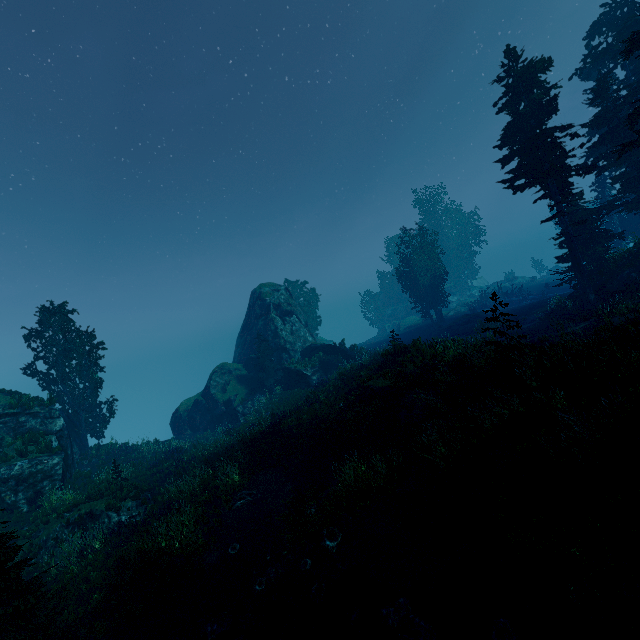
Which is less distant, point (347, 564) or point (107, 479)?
point (347, 564)

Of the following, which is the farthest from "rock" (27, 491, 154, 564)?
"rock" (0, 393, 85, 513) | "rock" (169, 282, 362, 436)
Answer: "rock" (169, 282, 362, 436)

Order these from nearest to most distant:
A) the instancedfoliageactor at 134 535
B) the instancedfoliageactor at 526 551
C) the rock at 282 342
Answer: the instancedfoliageactor at 526 551, the instancedfoliageactor at 134 535, the rock at 282 342

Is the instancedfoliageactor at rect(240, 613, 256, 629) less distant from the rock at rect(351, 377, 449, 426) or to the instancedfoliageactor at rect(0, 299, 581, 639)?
the instancedfoliageactor at rect(0, 299, 581, 639)

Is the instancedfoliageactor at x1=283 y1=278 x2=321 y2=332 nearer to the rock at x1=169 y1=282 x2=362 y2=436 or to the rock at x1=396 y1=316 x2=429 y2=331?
the rock at x1=169 y1=282 x2=362 y2=436

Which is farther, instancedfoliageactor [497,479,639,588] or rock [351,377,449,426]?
rock [351,377,449,426]

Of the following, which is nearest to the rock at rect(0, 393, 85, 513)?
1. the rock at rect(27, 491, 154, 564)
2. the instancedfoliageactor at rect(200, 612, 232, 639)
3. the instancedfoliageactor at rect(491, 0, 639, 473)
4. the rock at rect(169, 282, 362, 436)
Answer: the instancedfoliageactor at rect(491, 0, 639, 473)

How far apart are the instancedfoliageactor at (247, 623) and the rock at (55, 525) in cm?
920
